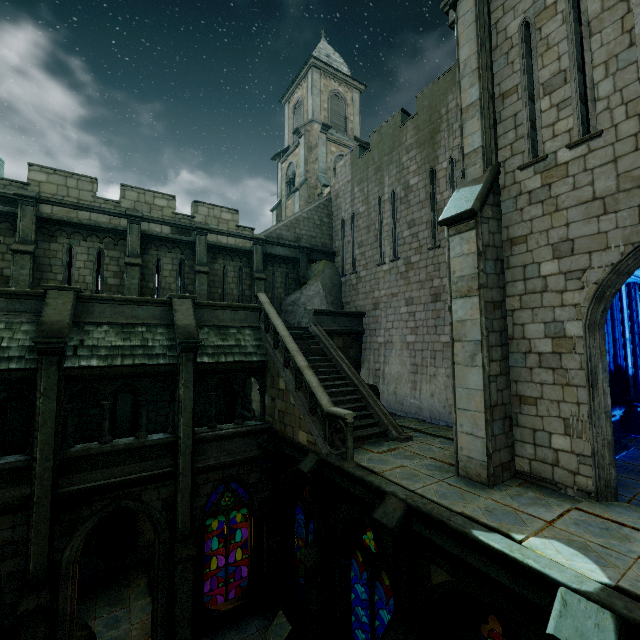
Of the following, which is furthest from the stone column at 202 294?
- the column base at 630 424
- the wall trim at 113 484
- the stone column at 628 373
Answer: the column base at 630 424

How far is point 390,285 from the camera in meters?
15.5 m

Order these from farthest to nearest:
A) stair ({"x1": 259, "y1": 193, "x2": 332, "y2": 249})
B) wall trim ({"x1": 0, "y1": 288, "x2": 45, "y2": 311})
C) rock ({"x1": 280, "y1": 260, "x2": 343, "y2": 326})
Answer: stair ({"x1": 259, "y1": 193, "x2": 332, "y2": 249})
rock ({"x1": 280, "y1": 260, "x2": 343, "y2": 326})
wall trim ({"x1": 0, "y1": 288, "x2": 45, "y2": 311})

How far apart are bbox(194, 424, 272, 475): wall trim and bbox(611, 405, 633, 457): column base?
9.87m

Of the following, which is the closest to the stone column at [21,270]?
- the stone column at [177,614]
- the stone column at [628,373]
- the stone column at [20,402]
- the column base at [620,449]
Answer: the stone column at [20,402]

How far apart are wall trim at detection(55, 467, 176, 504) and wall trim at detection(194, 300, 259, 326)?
4.84m

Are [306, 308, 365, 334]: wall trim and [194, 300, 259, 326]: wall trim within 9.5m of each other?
yes

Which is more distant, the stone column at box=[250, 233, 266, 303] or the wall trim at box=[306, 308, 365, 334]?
the stone column at box=[250, 233, 266, 303]
